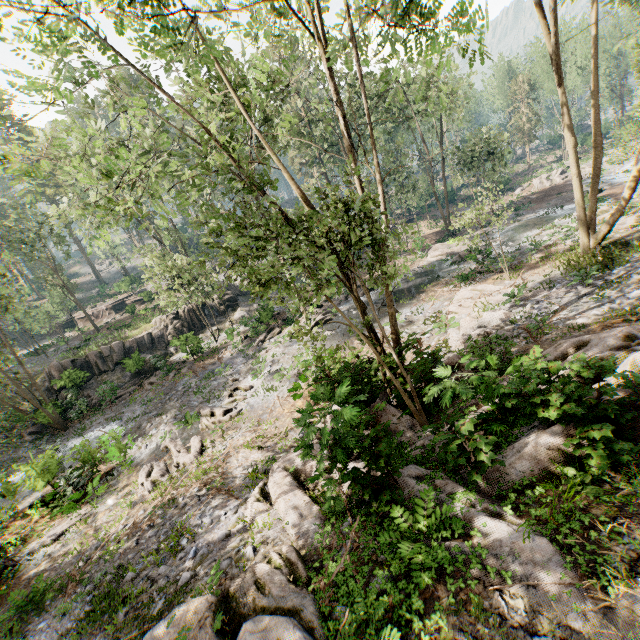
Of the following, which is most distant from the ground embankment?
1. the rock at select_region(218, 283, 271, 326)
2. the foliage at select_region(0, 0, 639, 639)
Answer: the rock at select_region(218, 283, 271, 326)

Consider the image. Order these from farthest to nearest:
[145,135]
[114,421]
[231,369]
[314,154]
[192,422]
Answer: [314,154]
[145,135]
[231,369]
[114,421]
[192,422]

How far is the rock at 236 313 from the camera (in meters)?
29.35

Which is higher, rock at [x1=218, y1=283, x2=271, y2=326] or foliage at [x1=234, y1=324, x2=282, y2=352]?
rock at [x1=218, y1=283, x2=271, y2=326]

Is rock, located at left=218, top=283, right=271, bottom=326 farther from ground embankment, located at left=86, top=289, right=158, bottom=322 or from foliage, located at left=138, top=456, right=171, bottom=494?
ground embankment, located at left=86, top=289, right=158, bottom=322

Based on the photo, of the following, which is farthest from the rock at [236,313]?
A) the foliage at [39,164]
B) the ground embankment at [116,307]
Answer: the ground embankment at [116,307]
